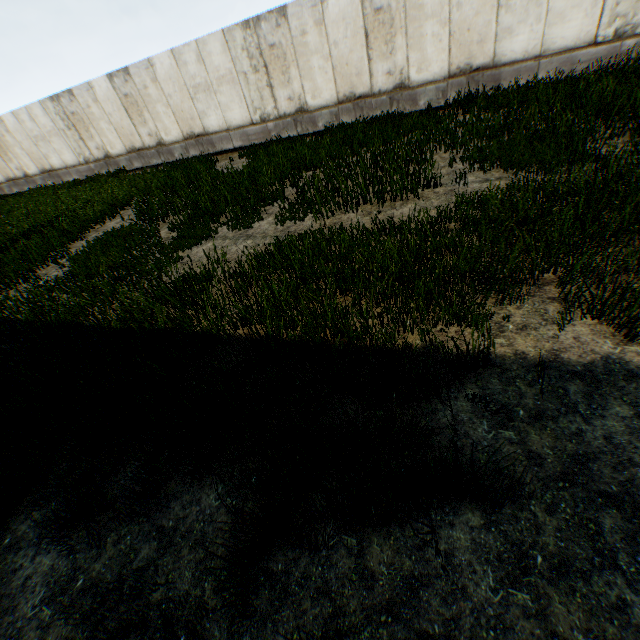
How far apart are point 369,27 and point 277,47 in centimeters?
320cm
